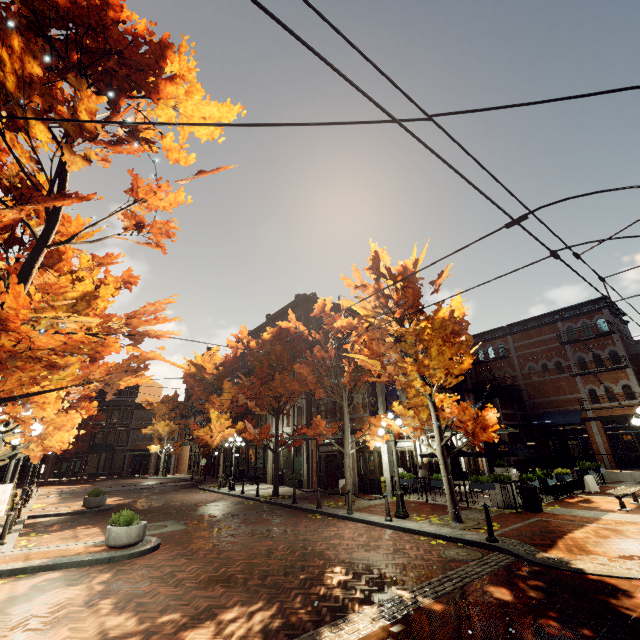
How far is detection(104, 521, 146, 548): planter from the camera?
8.9 meters

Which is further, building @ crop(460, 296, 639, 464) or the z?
the z

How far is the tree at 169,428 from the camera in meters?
40.8 m

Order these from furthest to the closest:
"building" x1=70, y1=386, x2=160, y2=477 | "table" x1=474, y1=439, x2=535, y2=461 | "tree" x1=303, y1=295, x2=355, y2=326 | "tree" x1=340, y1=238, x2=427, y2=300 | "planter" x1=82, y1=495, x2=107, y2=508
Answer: "building" x1=70, y1=386, x2=160, y2=477 < "planter" x1=82, y1=495, x2=107, y2=508 < "table" x1=474, y1=439, x2=535, y2=461 < "tree" x1=303, y1=295, x2=355, y2=326 < "tree" x1=340, y1=238, x2=427, y2=300

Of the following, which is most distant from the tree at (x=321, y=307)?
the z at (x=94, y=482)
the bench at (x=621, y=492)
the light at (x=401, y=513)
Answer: the bench at (x=621, y=492)

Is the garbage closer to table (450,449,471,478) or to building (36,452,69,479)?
table (450,449,471,478)

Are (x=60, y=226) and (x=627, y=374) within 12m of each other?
no

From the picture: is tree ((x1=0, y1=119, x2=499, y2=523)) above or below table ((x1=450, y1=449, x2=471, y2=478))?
above
